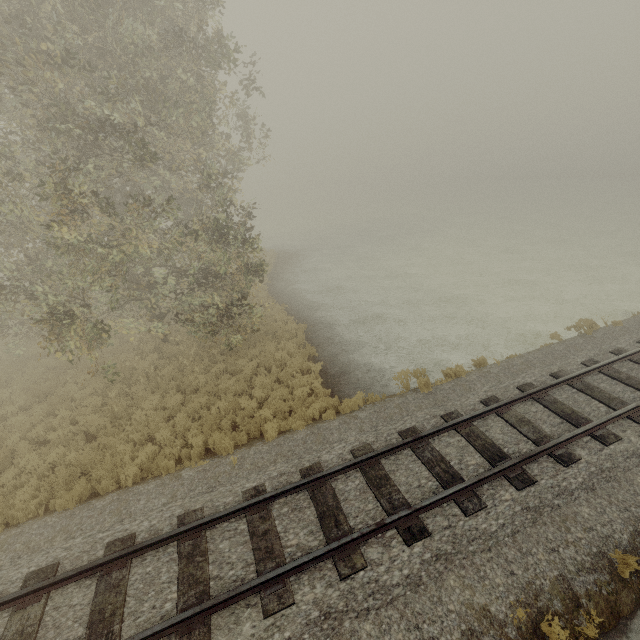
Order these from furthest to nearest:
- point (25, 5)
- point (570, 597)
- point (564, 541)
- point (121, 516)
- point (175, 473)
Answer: point (175, 473) → point (25, 5) → point (121, 516) → point (564, 541) → point (570, 597)
